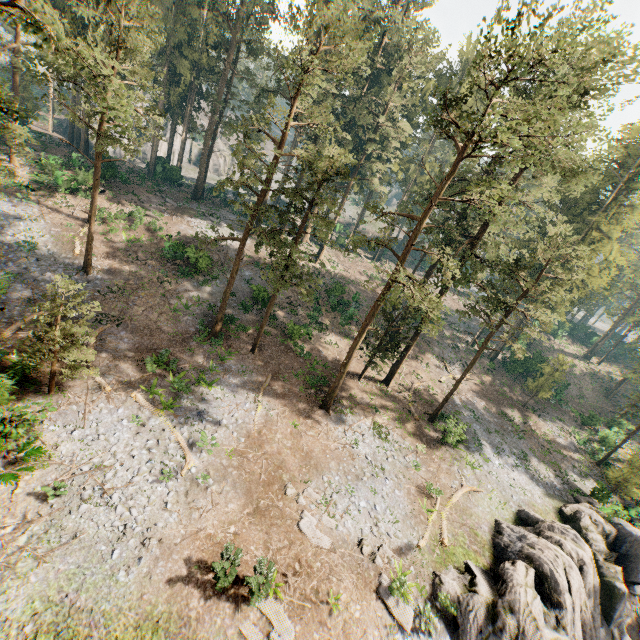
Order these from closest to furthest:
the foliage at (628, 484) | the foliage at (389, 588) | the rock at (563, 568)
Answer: the foliage at (389, 588)
the rock at (563, 568)
the foliage at (628, 484)

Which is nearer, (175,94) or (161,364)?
(161,364)

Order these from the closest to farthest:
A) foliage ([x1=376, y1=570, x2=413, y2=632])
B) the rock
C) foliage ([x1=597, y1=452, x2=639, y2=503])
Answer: foliage ([x1=376, y1=570, x2=413, y2=632]), the rock, foliage ([x1=597, y1=452, x2=639, y2=503])

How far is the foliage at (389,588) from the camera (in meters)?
15.11

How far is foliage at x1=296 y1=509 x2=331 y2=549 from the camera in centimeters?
Result: 1630cm

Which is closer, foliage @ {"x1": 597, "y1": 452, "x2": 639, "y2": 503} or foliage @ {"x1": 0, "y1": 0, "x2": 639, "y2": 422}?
foliage @ {"x1": 0, "y1": 0, "x2": 639, "y2": 422}
